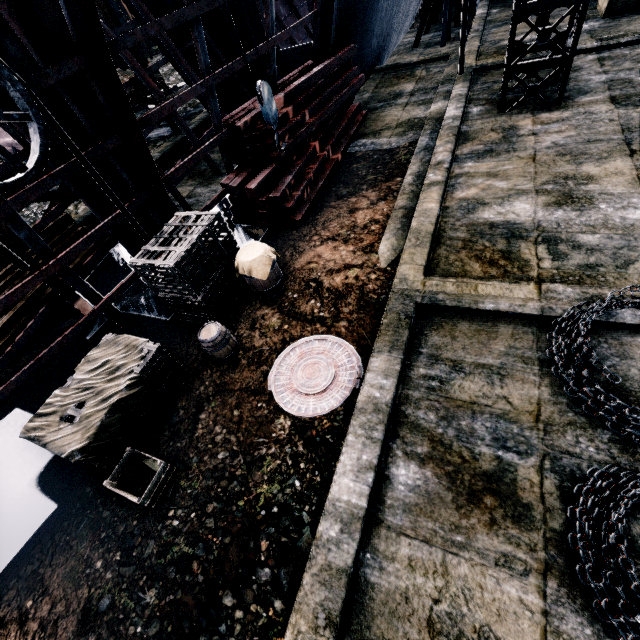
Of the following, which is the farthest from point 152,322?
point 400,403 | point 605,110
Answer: point 605,110

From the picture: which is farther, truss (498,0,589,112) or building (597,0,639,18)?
building (597,0,639,18)

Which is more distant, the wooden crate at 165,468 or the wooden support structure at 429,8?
the wooden support structure at 429,8

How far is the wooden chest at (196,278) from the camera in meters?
6.3 m

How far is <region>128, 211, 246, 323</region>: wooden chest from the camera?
6.3m

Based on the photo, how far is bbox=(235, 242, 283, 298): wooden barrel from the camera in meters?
6.8 m

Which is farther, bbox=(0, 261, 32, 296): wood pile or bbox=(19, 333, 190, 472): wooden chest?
bbox=(0, 261, 32, 296): wood pile

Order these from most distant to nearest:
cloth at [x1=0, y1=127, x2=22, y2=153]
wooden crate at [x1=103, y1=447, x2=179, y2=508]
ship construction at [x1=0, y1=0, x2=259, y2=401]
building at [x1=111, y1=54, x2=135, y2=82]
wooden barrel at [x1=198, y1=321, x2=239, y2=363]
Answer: building at [x1=111, y1=54, x2=135, y2=82] → cloth at [x1=0, y1=127, x2=22, y2=153] → wooden barrel at [x1=198, y1=321, x2=239, y2=363] → ship construction at [x1=0, y1=0, x2=259, y2=401] → wooden crate at [x1=103, y1=447, x2=179, y2=508]
